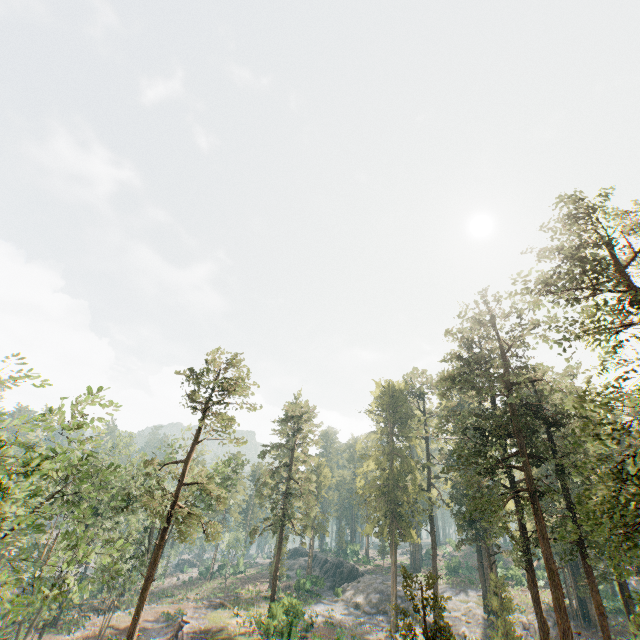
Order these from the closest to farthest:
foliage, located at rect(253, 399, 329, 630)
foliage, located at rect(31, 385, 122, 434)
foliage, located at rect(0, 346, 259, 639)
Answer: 1. foliage, located at rect(0, 346, 259, 639)
2. foliage, located at rect(31, 385, 122, 434)
3. foliage, located at rect(253, 399, 329, 630)

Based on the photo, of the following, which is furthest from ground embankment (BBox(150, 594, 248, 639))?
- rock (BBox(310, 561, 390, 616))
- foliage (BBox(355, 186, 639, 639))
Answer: rock (BBox(310, 561, 390, 616))

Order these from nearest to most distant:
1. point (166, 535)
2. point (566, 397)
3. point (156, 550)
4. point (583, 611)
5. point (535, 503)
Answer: point (535, 503) < point (156, 550) < point (166, 535) < point (566, 397) < point (583, 611)

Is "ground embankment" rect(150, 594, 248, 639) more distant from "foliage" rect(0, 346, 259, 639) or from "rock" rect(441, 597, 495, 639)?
"rock" rect(441, 597, 495, 639)

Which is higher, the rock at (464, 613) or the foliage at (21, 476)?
the foliage at (21, 476)

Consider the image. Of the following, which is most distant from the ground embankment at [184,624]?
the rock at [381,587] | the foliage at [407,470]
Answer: the rock at [381,587]
